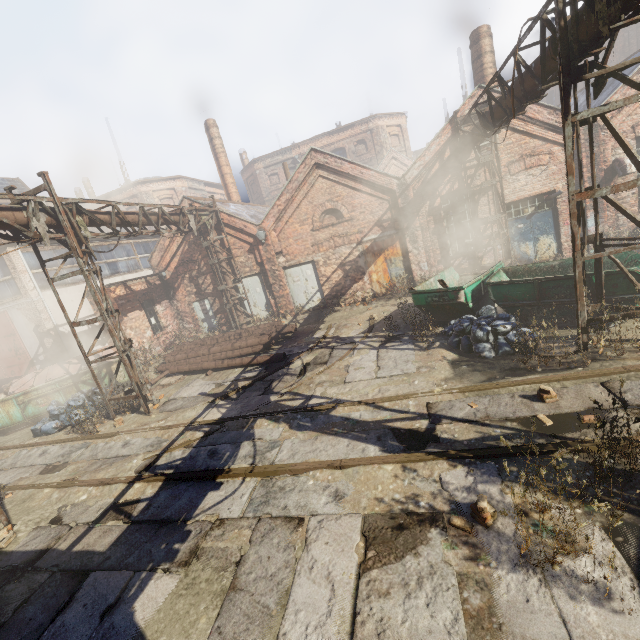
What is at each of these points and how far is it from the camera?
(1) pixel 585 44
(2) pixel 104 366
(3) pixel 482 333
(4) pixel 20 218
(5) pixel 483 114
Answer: (1) pipe, 5.62m
(2) trash container, 12.28m
(3) trash bag, 7.69m
(4) pipe, 7.62m
(5) pipe, 10.27m

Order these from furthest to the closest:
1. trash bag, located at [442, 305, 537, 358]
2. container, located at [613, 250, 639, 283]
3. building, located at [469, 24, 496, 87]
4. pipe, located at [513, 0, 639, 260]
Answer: building, located at [469, 24, 496, 87] < trash bag, located at [442, 305, 537, 358] < container, located at [613, 250, 639, 283] < pipe, located at [513, 0, 639, 260]

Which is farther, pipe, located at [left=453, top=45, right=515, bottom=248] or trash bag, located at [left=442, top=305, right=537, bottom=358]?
pipe, located at [left=453, top=45, right=515, bottom=248]

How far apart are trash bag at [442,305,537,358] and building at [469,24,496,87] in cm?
1069

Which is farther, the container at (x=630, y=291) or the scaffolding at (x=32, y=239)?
the scaffolding at (x=32, y=239)

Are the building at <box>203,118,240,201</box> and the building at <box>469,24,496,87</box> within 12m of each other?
no

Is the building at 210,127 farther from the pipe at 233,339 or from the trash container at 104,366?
→ the trash container at 104,366

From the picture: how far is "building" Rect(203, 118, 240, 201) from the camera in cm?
2139
